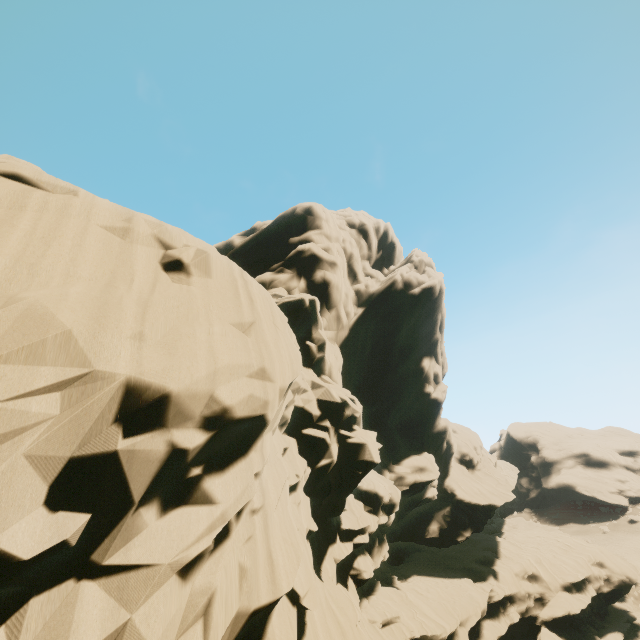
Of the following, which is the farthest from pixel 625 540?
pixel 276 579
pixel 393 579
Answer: pixel 276 579
